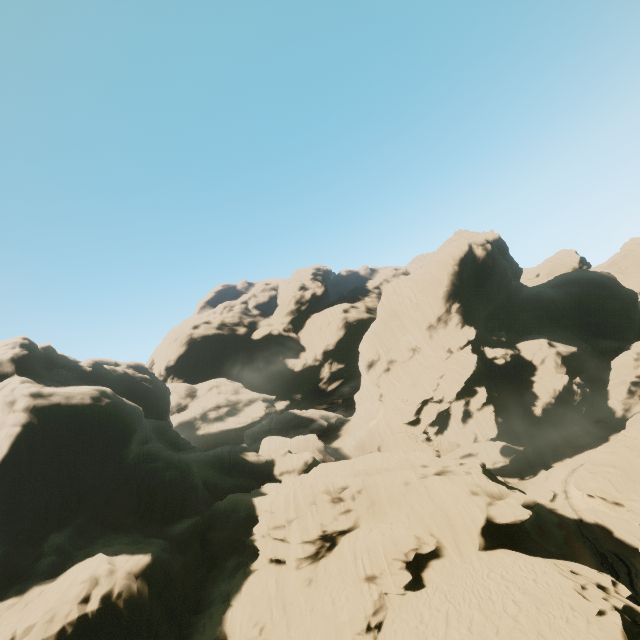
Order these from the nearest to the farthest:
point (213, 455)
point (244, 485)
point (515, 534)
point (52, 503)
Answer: point (515, 534) → point (52, 503) → point (244, 485) → point (213, 455)
